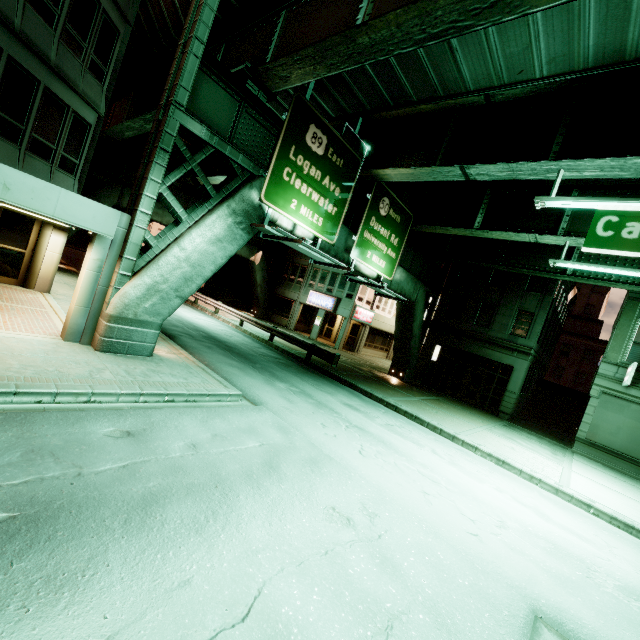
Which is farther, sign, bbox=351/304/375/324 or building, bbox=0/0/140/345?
sign, bbox=351/304/375/324

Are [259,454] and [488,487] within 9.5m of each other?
yes

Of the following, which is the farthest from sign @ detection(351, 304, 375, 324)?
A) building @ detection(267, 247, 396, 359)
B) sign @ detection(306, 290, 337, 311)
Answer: sign @ detection(306, 290, 337, 311)

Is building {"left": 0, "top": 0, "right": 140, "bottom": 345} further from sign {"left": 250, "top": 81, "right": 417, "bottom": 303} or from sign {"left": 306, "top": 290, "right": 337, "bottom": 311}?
sign {"left": 306, "top": 290, "right": 337, "bottom": 311}

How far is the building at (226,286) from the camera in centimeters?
3422cm

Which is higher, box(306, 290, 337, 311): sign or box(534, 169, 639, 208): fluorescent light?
box(534, 169, 639, 208): fluorescent light

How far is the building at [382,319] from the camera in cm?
3025

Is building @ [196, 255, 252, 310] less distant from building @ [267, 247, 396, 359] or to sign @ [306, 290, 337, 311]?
building @ [267, 247, 396, 359]
